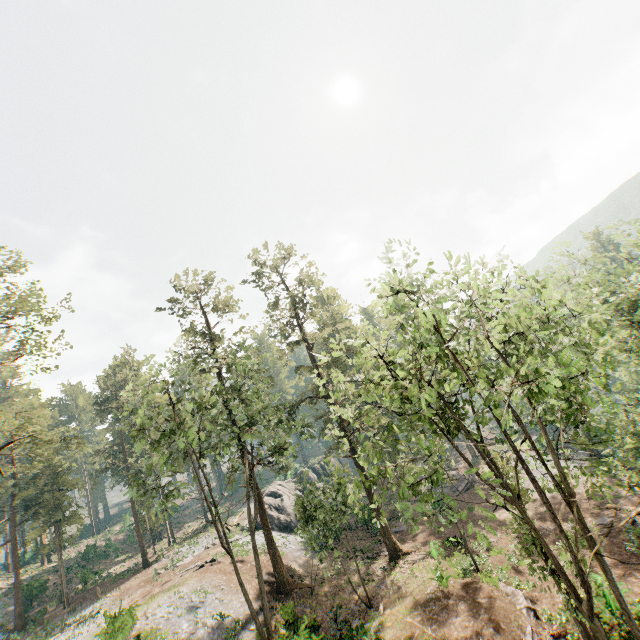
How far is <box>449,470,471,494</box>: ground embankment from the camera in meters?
37.4 m

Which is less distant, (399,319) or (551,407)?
(551,407)

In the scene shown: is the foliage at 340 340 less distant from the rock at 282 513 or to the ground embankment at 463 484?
the ground embankment at 463 484

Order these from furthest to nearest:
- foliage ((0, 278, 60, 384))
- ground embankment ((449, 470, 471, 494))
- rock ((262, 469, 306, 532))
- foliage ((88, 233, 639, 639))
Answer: rock ((262, 469, 306, 532)), ground embankment ((449, 470, 471, 494)), foliage ((0, 278, 60, 384)), foliage ((88, 233, 639, 639))

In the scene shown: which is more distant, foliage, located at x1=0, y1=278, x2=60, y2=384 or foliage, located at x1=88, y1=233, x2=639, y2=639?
foliage, located at x1=0, y1=278, x2=60, y2=384

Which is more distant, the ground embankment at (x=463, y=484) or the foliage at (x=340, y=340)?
the ground embankment at (x=463, y=484)

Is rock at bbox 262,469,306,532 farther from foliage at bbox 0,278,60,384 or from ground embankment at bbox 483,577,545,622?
ground embankment at bbox 483,577,545,622
